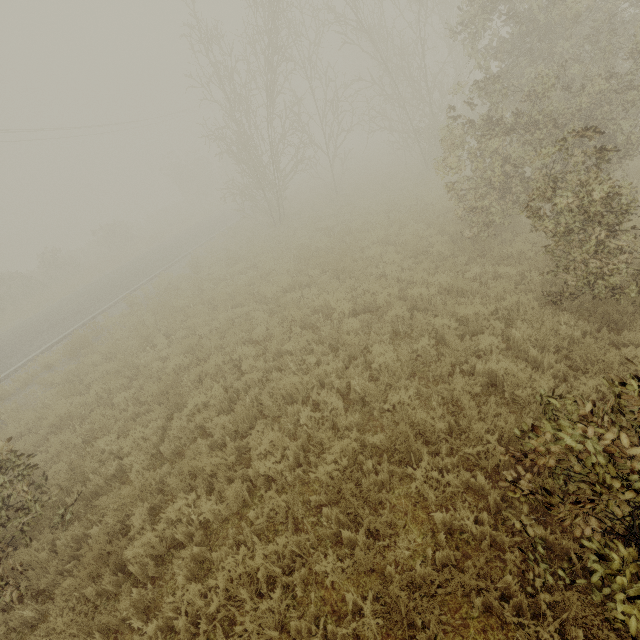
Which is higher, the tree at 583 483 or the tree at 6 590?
the tree at 583 483

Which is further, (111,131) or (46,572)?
(111,131)

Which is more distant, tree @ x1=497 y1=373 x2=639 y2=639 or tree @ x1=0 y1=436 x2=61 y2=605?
tree @ x1=0 y1=436 x2=61 y2=605

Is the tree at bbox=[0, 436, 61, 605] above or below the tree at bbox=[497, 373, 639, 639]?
below

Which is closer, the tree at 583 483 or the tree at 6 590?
the tree at 583 483
